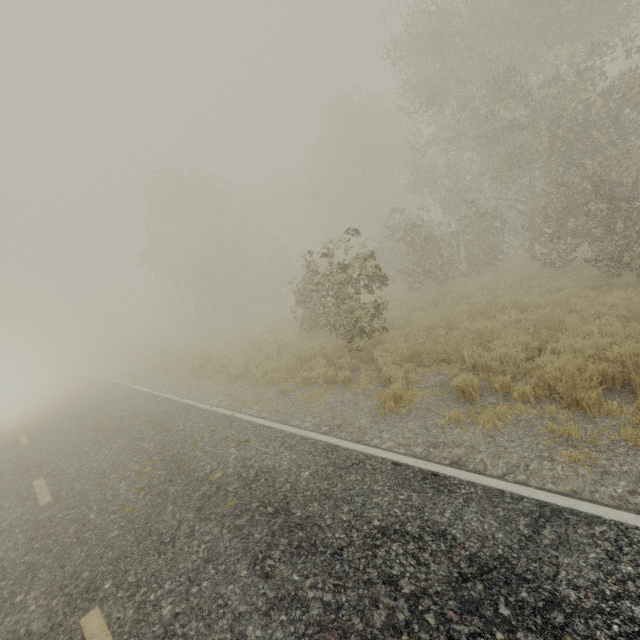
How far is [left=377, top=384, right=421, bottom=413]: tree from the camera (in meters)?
A: 6.35

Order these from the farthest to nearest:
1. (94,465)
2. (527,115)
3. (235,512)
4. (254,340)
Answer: (254,340) < (527,115) < (94,465) < (235,512)

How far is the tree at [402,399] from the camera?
6.3m
